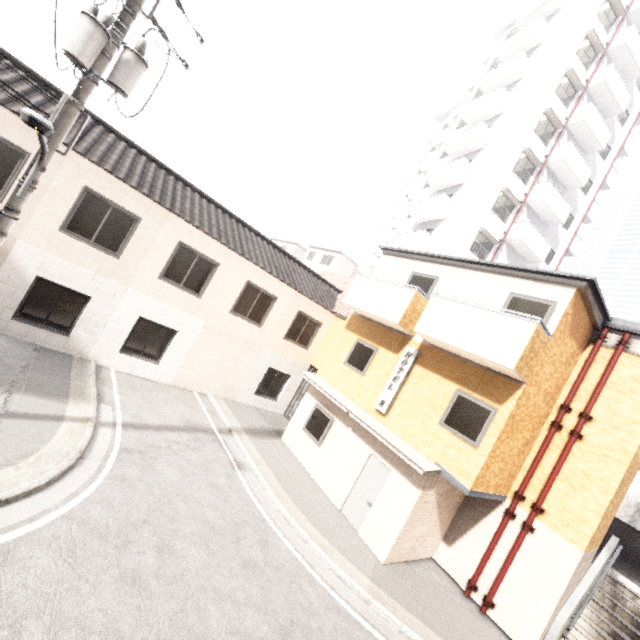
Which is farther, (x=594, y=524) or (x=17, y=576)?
(x=594, y=524)

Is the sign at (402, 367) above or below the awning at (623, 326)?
below

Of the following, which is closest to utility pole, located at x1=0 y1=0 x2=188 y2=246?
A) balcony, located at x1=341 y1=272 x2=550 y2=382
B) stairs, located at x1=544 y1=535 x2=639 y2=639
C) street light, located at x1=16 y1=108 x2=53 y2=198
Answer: street light, located at x1=16 y1=108 x2=53 y2=198

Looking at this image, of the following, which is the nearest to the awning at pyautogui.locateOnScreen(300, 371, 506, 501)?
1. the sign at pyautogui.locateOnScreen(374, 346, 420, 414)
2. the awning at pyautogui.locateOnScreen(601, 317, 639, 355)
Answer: the sign at pyautogui.locateOnScreen(374, 346, 420, 414)

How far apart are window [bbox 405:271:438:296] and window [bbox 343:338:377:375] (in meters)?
2.00

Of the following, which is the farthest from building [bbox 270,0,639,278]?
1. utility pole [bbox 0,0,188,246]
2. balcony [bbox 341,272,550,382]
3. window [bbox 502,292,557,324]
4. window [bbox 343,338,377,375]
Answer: utility pole [bbox 0,0,188,246]

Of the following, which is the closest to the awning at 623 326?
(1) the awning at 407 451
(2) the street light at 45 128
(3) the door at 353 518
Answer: (1) the awning at 407 451

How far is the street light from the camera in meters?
4.0
